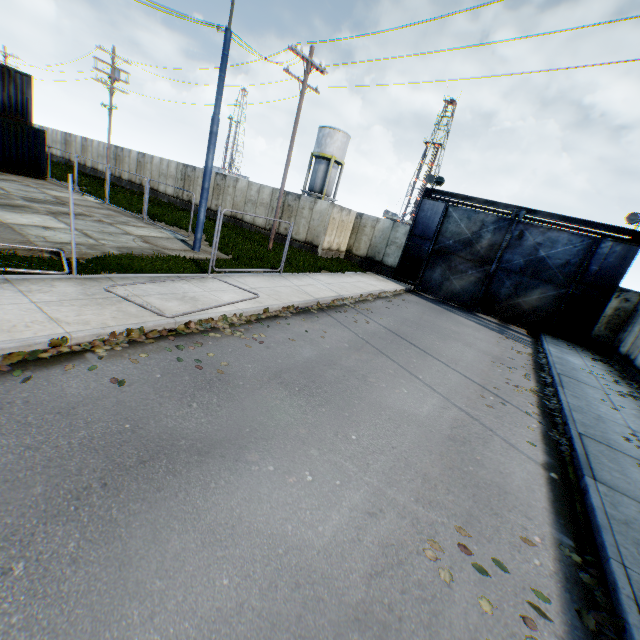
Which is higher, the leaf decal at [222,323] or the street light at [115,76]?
the street light at [115,76]

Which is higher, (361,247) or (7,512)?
(361,247)

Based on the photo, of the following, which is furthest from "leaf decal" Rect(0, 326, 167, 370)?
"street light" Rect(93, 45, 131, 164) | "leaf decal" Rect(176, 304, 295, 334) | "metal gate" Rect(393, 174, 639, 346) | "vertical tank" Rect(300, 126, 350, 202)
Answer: "vertical tank" Rect(300, 126, 350, 202)

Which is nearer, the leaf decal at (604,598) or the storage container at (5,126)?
the leaf decal at (604,598)

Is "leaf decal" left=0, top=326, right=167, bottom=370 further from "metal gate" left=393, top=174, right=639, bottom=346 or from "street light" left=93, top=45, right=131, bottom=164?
"street light" left=93, top=45, right=131, bottom=164

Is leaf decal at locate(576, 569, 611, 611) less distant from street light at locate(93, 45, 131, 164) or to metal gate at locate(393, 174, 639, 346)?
metal gate at locate(393, 174, 639, 346)

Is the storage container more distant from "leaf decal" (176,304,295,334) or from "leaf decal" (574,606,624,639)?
"leaf decal" (574,606,624,639)

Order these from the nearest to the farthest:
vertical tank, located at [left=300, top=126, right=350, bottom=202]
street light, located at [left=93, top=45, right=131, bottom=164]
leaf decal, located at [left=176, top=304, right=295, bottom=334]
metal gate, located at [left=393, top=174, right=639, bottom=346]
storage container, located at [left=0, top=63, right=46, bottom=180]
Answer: leaf decal, located at [left=176, top=304, right=295, bottom=334], metal gate, located at [left=393, top=174, right=639, bottom=346], storage container, located at [left=0, top=63, right=46, bottom=180], street light, located at [left=93, top=45, right=131, bottom=164], vertical tank, located at [left=300, top=126, right=350, bottom=202]
